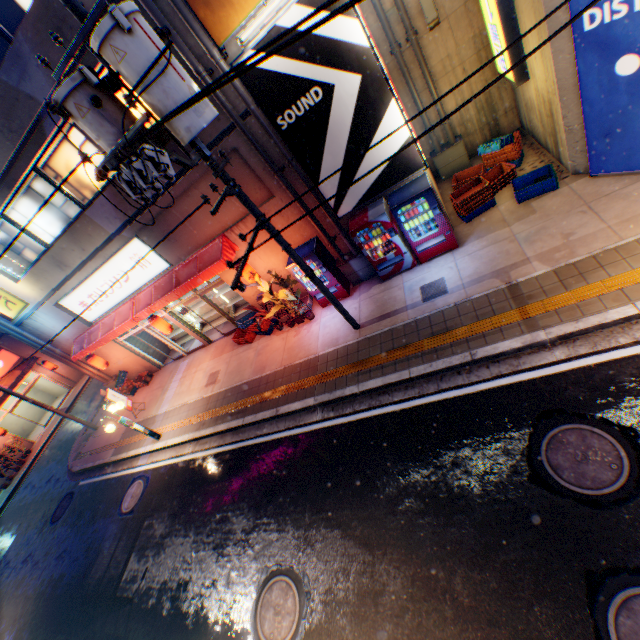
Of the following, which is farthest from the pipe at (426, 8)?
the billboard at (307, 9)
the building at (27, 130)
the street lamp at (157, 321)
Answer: the street lamp at (157, 321)

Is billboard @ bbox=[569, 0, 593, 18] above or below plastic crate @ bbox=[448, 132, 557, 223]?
above

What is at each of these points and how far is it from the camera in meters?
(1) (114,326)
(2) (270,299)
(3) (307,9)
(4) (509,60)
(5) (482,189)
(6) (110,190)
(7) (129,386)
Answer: (1) awning, 13.2 m
(2) plants, 10.7 m
(3) billboard, 6.2 m
(4) sign, 8.0 m
(5) plastic crate, 8.8 m
(6) building, 9.6 m
(7) plastic crate, 16.5 m

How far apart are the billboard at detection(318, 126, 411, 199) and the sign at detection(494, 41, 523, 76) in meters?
3.2 m

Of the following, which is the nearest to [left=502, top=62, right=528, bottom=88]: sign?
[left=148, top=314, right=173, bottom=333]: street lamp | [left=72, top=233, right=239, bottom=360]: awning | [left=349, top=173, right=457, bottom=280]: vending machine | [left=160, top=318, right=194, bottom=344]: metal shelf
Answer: [left=349, top=173, right=457, bottom=280]: vending machine

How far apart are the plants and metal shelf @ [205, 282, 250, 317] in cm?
195

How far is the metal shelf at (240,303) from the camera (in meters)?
14.42
